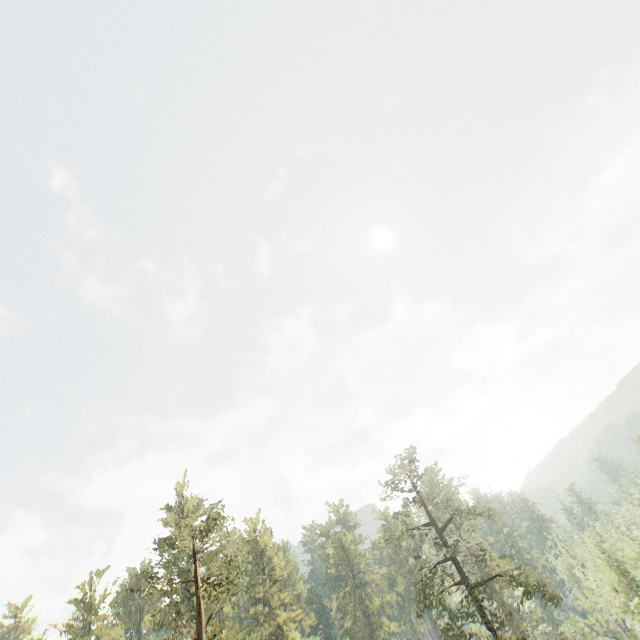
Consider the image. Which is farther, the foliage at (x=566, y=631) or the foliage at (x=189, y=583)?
the foliage at (x=189, y=583)

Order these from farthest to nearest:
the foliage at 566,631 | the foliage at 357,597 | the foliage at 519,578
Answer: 1. the foliage at 357,597
2. the foliage at 519,578
3. the foliage at 566,631

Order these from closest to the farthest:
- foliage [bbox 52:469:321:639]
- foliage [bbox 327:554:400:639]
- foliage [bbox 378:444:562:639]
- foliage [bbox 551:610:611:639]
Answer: foliage [bbox 551:610:611:639] → foliage [bbox 52:469:321:639] → foliage [bbox 378:444:562:639] → foliage [bbox 327:554:400:639]

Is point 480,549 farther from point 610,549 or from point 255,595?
point 255,595

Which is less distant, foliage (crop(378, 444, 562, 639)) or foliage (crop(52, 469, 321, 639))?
foliage (crop(52, 469, 321, 639))
